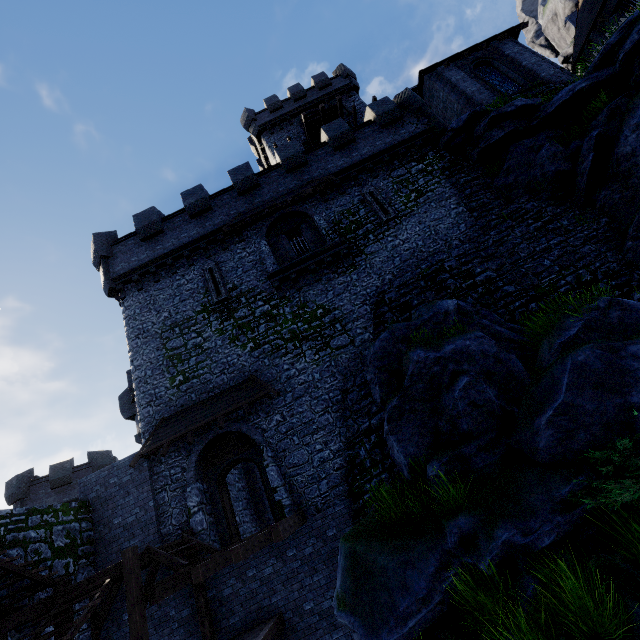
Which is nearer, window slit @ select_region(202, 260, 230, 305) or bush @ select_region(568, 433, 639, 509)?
bush @ select_region(568, 433, 639, 509)

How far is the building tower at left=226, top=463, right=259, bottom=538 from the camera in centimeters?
1486cm

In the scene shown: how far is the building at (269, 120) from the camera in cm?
2898

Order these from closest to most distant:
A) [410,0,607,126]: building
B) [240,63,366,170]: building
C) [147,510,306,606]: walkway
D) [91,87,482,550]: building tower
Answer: [147,510,306,606]: walkway → [91,87,482,550]: building tower → [410,0,607,126]: building → [240,63,366,170]: building

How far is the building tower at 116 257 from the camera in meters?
12.4 m

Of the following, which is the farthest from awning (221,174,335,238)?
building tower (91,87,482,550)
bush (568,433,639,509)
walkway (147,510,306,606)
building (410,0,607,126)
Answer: bush (568,433,639,509)

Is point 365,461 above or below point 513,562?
above

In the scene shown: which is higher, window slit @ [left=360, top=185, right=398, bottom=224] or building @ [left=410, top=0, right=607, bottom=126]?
building @ [left=410, top=0, right=607, bottom=126]
